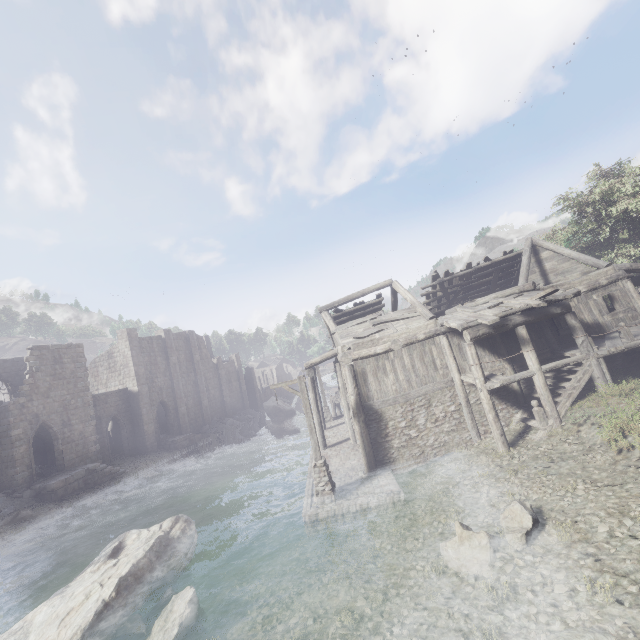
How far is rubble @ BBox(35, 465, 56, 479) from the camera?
23.4m

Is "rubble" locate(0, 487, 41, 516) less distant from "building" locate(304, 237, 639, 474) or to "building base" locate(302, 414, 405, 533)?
"building" locate(304, 237, 639, 474)

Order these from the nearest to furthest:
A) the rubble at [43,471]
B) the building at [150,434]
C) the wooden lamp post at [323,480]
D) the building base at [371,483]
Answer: the building base at [371,483] → the wooden lamp post at [323,480] → the building at [150,434] → the rubble at [43,471]

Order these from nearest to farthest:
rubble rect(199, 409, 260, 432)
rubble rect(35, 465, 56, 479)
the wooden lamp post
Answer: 1. the wooden lamp post
2. rubble rect(35, 465, 56, 479)
3. rubble rect(199, 409, 260, 432)

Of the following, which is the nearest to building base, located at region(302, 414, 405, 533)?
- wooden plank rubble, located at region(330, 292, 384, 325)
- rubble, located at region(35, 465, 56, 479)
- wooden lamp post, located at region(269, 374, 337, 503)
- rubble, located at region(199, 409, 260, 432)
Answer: wooden lamp post, located at region(269, 374, 337, 503)

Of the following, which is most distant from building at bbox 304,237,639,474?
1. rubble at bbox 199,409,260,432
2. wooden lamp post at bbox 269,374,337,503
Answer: wooden lamp post at bbox 269,374,337,503

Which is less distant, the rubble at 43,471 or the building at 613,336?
the building at 613,336

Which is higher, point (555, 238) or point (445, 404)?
point (555, 238)
